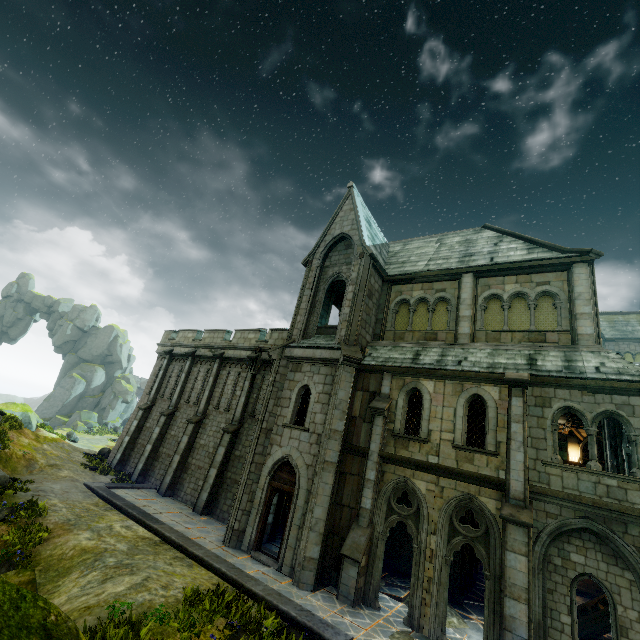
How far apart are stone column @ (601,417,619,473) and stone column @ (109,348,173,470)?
26.4m

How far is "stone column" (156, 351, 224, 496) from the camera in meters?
18.9

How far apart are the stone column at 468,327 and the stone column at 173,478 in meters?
14.8

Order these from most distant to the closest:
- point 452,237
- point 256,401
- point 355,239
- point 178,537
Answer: point 452,237 < point 256,401 < point 355,239 < point 178,537

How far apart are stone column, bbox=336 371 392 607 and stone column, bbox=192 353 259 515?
8.6 meters

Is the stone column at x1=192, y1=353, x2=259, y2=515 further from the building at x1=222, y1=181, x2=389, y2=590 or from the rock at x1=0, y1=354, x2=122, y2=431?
the rock at x1=0, y1=354, x2=122, y2=431

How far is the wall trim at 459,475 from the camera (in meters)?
10.43

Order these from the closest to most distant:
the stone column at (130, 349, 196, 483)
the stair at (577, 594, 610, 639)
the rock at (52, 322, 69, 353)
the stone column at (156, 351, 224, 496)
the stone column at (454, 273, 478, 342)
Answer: the stair at (577, 594, 610, 639) → the stone column at (454, 273, 478, 342) → the stone column at (156, 351, 224, 496) → the stone column at (130, 349, 196, 483) → the rock at (52, 322, 69, 353)
